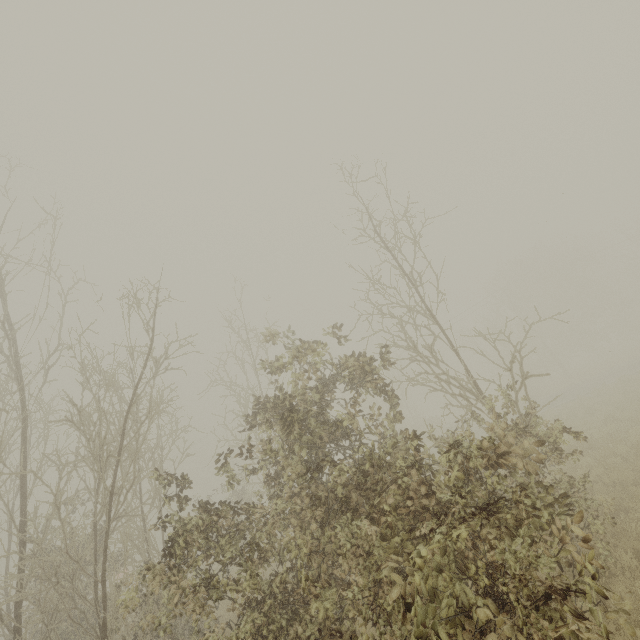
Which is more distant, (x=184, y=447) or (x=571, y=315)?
(x=571, y=315)
